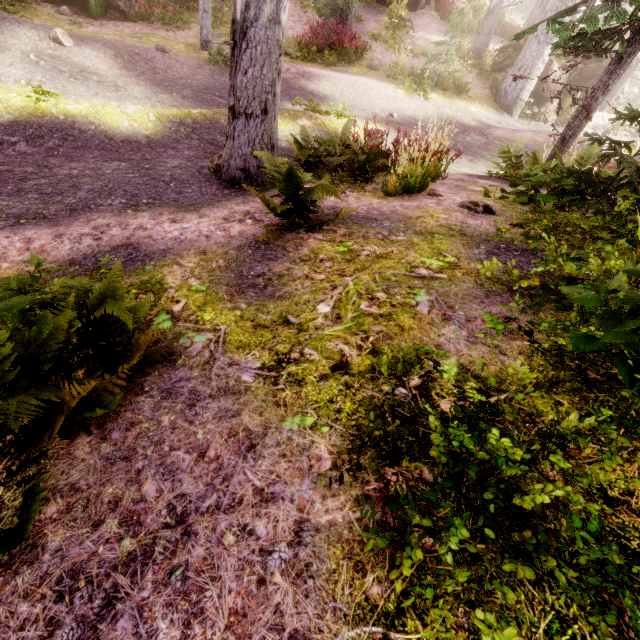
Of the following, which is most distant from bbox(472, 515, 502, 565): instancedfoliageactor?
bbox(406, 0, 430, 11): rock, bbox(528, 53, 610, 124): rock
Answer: bbox(406, 0, 430, 11): rock

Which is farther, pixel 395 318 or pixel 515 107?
pixel 515 107

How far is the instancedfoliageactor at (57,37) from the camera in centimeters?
784cm

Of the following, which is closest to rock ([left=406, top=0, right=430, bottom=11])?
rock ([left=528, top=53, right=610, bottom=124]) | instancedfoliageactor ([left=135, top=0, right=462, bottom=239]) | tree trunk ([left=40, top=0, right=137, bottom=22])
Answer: instancedfoliageactor ([left=135, top=0, right=462, bottom=239])

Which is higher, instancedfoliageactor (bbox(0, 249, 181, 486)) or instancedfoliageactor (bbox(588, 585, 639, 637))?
instancedfoliageactor (bbox(588, 585, 639, 637))

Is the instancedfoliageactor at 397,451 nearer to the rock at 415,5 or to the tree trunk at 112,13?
the tree trunk at 112,13

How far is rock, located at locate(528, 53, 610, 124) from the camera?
15.2m

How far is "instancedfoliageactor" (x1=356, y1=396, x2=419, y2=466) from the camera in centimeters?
147cm
